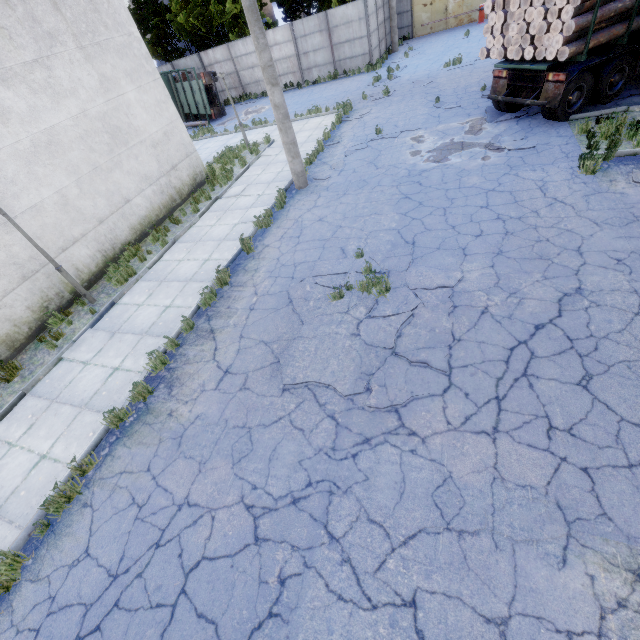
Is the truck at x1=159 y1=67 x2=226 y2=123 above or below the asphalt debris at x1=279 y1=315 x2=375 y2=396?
above

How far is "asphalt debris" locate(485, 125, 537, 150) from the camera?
9.59m

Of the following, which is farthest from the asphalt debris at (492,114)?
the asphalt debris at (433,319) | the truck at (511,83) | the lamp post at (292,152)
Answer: the asphalt debris at (433,319)

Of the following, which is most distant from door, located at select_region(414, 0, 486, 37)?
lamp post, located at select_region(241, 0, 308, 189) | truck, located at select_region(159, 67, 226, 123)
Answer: lamp post, located at select_region(241, 0, 308, 189)

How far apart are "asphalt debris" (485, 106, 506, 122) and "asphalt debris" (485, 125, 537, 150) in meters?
0.5 m

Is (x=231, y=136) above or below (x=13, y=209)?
below

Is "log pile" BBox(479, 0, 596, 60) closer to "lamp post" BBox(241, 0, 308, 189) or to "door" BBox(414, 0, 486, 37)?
"lamp post" BBox(241, 0, 308, 189)

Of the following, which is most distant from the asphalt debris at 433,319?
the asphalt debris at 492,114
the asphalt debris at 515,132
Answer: the asphalt debris at 492,114
